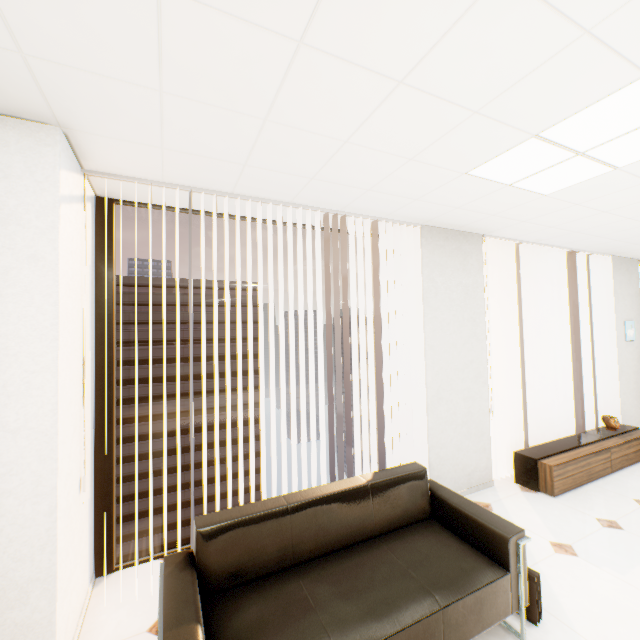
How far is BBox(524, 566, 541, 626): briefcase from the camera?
2.0m

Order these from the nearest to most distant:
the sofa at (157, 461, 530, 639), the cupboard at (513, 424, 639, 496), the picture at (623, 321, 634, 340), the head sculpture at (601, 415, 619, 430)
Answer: the sofa at (157, 461, 530, 639), the cupboard at (513, 424, 639, 496), the head sculpture at (601, 415, 619, 430), the picture at (623, 321, 634, 340)

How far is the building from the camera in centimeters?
5072cm

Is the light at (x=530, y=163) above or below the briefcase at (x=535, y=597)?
above

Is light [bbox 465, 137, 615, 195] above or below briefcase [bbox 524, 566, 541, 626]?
above

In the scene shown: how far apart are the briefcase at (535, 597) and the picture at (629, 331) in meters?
5.0 m

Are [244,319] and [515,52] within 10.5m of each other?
no

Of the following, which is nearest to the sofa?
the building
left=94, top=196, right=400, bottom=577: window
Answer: left=94, top=196, right=400, bottom=577: window
